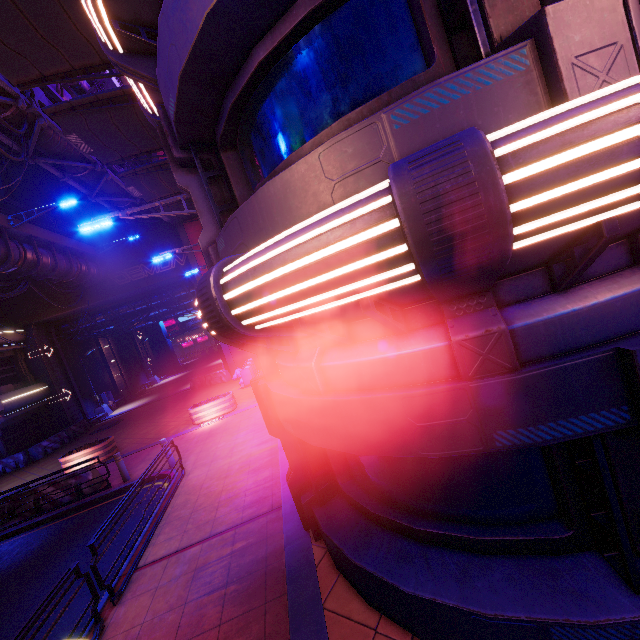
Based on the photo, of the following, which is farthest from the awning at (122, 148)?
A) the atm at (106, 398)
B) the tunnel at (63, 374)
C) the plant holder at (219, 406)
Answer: the atm at (106, 398)

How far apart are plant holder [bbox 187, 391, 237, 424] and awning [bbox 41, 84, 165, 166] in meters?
11.5 m

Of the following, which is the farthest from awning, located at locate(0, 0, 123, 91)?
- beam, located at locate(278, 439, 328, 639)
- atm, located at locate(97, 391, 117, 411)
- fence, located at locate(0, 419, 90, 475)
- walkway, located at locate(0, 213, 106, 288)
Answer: atm, located at locate(97, 391, 117, 411)

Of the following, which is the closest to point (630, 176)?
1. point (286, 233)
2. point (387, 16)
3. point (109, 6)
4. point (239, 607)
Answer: point (286, 233)

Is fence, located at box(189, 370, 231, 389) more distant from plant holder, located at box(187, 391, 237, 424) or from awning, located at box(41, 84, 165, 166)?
awning, located at box(41, 84, 165, 166)

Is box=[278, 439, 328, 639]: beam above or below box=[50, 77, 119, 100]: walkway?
below

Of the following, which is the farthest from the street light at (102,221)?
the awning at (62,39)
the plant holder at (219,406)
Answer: the plant holder at (219,406)

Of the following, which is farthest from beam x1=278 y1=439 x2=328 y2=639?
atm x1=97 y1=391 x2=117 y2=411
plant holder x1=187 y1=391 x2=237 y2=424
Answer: atm x1=97 y1=391 x2=117 y2=411
